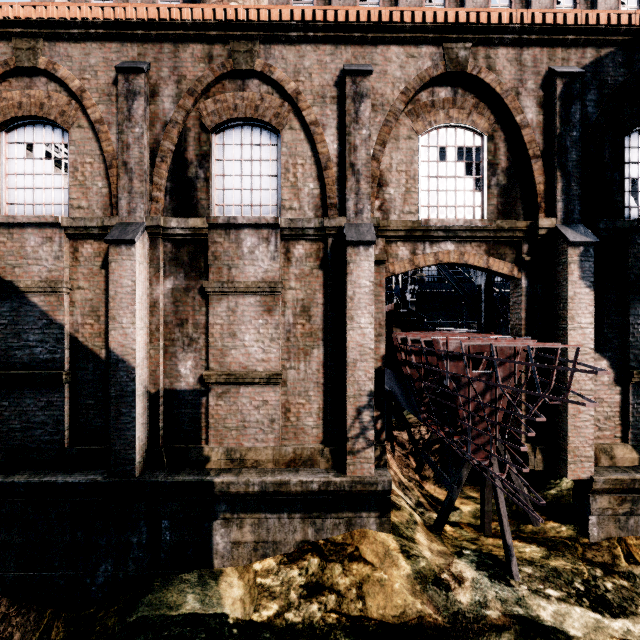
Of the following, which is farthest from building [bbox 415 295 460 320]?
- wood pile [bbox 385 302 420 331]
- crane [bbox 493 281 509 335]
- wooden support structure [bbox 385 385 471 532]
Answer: crane [bbox 493 281 509 335]

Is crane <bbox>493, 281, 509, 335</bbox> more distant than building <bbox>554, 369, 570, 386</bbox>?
Yes

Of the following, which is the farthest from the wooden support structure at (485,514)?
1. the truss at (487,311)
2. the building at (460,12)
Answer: the truss at (487,311)

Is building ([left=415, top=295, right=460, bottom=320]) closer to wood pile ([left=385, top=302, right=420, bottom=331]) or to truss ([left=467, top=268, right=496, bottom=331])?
truss ([left=467, top=268, right=496, bottom=331])

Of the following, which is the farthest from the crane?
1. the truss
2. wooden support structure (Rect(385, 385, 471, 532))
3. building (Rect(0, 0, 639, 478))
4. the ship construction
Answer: building (Rect(0, 0, 639, 478))

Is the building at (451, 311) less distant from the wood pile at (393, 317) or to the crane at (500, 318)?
the wood pile at (393, 317)

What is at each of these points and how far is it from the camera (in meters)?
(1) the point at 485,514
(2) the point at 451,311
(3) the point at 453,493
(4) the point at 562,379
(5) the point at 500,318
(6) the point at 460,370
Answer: (1) wooden support structure, 8.98
(2) building, 28.64
(3) wooden support structure, 8.91
(4) building, 8.68
(5) crane, 14.73
(6) ship construction, 7.49

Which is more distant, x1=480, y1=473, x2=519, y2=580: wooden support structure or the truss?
the truss
